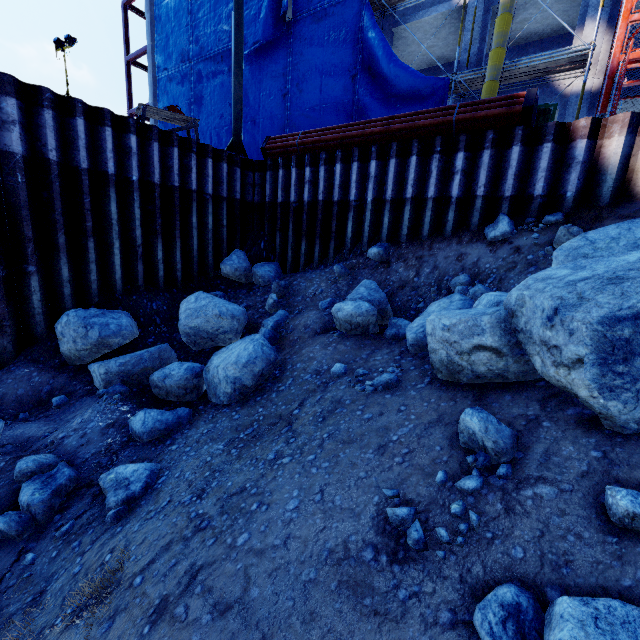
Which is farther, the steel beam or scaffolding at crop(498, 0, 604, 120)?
the steel beam

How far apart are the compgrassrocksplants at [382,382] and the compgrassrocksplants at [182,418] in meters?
1.5

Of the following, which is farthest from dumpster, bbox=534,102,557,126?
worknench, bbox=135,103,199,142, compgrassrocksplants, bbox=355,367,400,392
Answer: compgrassrocksplants, bbox=355,367,400,392

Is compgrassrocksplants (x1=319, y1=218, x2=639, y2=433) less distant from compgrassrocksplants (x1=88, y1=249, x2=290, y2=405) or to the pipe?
compgrassrocksplants (x1=88, y1=249, x2=290, y2=405)

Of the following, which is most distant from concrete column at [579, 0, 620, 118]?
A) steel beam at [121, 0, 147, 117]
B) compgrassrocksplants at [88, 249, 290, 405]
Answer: steel beam at [121, 0, 147, 117]

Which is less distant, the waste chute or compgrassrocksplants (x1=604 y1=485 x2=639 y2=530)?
compgrassrocksplants (x1=604 y1=485 x2=639 y2=530)

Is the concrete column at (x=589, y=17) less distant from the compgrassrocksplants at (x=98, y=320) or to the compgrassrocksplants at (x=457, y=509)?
the compgrassrocksplants at (x=98, y=320)

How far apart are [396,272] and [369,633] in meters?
6.2
